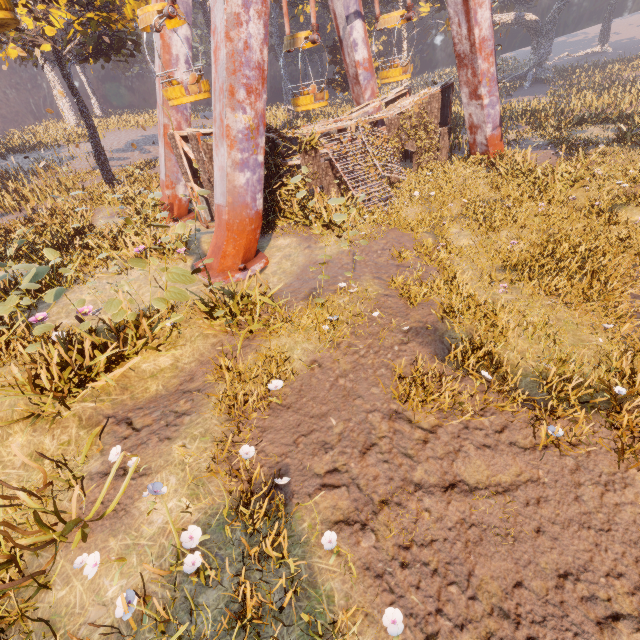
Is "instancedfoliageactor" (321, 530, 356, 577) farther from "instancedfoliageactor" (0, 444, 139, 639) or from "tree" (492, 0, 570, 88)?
"tree" (492, 0, 570, 88)

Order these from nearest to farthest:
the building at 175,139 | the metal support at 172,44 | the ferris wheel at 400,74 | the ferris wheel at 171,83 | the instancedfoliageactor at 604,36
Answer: the ferris wheel at 171,83, the building at 175,139, the metal support at 172,44, the ferris wheel at 400,74, the instancedfoliageactor at 604,36

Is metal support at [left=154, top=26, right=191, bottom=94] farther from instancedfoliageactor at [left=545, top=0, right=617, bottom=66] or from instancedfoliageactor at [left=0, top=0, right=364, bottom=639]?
instancedfoliageactor at [left=545, top=0, right=617, bottom=66]

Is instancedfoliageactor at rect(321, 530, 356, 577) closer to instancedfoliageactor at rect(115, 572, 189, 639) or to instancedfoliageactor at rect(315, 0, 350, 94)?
instancedfoliageactor at rect(115, 572, 189, 639)

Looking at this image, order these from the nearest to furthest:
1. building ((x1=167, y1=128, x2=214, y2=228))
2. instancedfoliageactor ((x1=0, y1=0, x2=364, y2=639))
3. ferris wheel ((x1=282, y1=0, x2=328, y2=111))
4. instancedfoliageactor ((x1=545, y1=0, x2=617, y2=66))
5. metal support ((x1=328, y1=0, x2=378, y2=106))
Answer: instancedfoliageactor ((x1=0, y1=0, x2=364, y2=639))
building ((x1=167, y1=128, x2=214, y2=228))
ferris wheel ((x1=282, y1=0, x2=328, y2=111))
metal support ((x1=328, y1=0, x2=378, y2=106))
instancedfoliageactor ((x1=545, y1=0, x2=617, y2=66))

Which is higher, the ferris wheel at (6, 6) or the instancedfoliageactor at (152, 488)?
the ferris wheel at (6, 6)

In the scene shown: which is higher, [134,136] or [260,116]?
[260,116]

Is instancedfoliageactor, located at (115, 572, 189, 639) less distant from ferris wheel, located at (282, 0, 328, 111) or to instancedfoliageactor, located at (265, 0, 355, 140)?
instancedfoliageactor, located at (265, 0, 355, 140)
